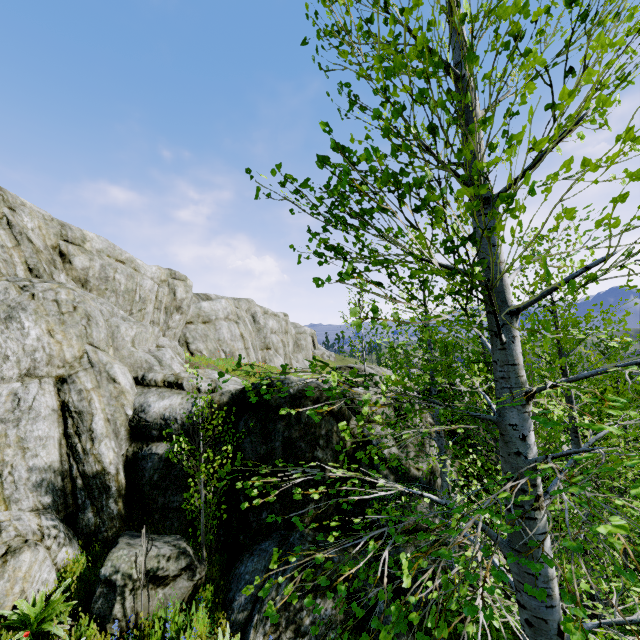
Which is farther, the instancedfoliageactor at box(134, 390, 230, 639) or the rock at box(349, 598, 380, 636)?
the rock at box(349, 598, 380, 636)

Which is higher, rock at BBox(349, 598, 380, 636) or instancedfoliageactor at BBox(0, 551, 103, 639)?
instancedfoliageactor at BBox(0, 551, 103, 639)

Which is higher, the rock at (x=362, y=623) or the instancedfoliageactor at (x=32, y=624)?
the instancedfoliageactor at (x=32, y=624)

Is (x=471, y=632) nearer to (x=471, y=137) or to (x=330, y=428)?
(x=471, y=137)

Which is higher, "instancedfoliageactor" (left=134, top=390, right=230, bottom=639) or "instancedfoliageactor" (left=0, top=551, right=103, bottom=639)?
"instancedfoliageactor" (left=0, top=551, right=103, bottom=639)

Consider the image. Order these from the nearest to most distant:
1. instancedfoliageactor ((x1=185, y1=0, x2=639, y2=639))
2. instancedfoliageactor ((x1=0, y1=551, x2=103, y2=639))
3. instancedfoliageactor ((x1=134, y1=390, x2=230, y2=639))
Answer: instancedfoliageactor ((x1=185, y1=0, x2=639, y2=639)) < instancedfoliageactor ((x1=0, y1=551, x2=103, y2=639)) < instancedfoliageactor ((x1=134, y1=390, x2=230, y2=639))

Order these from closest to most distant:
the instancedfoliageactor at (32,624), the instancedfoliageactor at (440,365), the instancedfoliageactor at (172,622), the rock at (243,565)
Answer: the instancedfoliageactor at (440,365) < the instancedfoliageactor at (32,624) < the instancedfoliageactor at (172,622) < the rock at (243,565)
